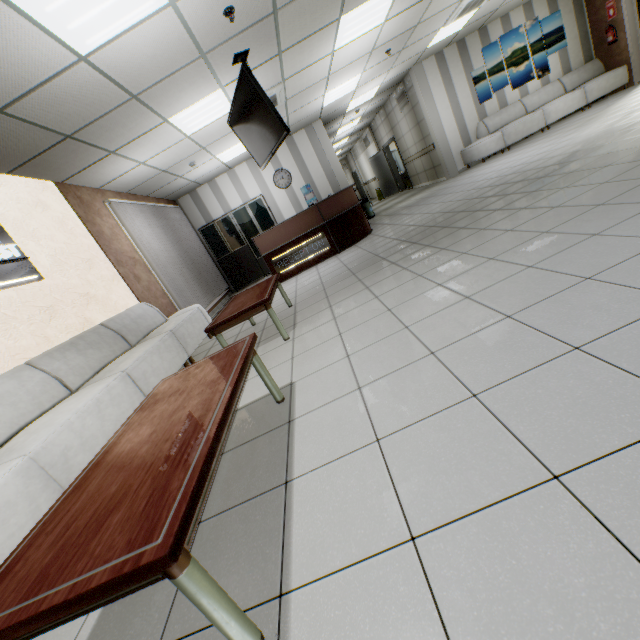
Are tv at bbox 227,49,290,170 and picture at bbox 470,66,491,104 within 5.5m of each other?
no

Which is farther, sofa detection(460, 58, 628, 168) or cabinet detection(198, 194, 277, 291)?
cabinet detection(198, 194, 277, 291)

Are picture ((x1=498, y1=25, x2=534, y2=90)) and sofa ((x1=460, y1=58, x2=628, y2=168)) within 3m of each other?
yes

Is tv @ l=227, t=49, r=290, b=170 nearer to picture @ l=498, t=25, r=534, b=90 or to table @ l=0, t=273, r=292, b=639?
table @ l=0, t=273, r=292, b=639

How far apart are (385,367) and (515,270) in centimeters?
130cm

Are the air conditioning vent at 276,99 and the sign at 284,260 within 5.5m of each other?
yes

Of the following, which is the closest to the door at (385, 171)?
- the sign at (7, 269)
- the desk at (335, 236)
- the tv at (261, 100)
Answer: the desk at (335, 236)

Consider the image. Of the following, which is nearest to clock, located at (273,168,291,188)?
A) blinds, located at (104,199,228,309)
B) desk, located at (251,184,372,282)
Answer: desk, located at (251,184,372,282)
